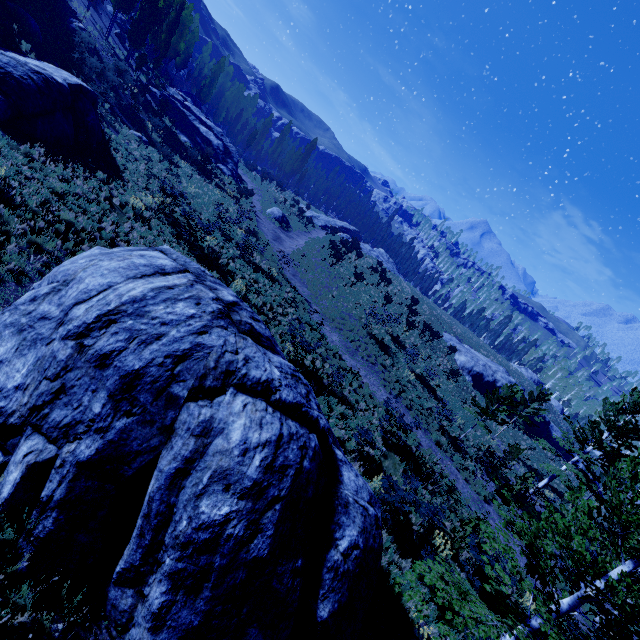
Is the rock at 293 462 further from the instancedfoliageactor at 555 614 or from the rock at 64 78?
the rock at 64 78

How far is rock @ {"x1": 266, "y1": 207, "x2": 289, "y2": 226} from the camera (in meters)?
35.88

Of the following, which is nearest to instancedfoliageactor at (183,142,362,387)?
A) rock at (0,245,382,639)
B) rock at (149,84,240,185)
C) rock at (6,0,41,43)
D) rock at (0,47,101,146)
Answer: rock at (0,245,382,639)

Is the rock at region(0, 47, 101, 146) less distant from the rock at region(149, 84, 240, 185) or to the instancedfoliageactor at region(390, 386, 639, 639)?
the instancedfoliageactor at region(390, 386, 639, 639)

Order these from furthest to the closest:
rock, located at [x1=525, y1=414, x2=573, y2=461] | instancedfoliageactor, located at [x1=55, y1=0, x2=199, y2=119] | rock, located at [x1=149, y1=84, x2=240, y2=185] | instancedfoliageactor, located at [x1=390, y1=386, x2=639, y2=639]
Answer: rock, located at [x1=525, y1=414, x2=573, y2=461] → rock, located at [x1=149, y1=84, x2=240, y2=185] → instancedfoliageactor, located at [x1=55, y1=0, x2=199, y2=119] → instancedfoliageactor, located at [x1=390, y1=386, x2=639, y2=639]

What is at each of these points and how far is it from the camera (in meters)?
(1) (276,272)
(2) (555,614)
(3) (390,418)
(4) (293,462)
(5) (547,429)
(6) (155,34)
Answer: (1) instancedfoliageactor, 22.05
(2) instancedfoliageactor, 6.48
(3) instancedfoliageactor, 16.89
(4) rock, 5.68
(5) rock, 43.59
(6) instancedfoliageactor, 40.25

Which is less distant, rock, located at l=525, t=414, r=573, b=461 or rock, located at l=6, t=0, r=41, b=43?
rock, located at l=6, t=0, r=41, b=43

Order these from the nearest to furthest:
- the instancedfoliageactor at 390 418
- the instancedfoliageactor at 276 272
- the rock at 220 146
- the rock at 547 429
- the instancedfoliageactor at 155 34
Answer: the instancedfoliageactor at 390 418, the instancedfoliageactor at 276 272, the instancedfoliageactor at 155 34, the rock at 220 146, the rock at 547 429
